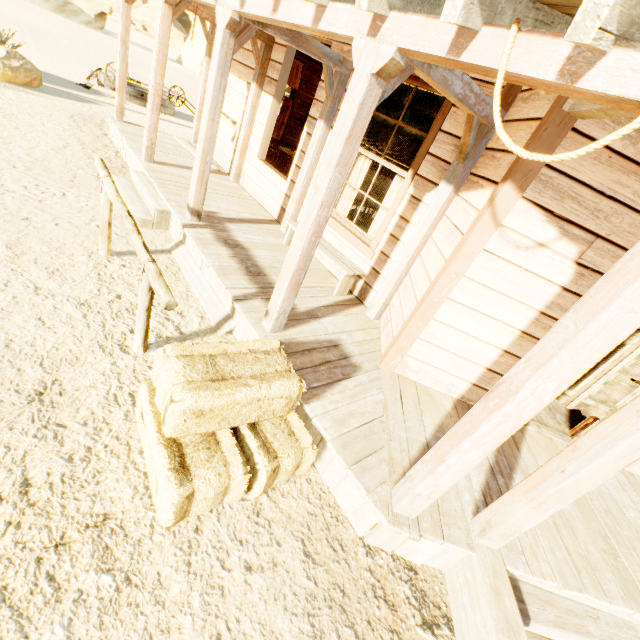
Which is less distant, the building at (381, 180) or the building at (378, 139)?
the building at (378, 139)

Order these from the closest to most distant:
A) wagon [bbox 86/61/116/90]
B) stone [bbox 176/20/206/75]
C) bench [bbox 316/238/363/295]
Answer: bench [bbox 316/238/363/295], wagon [bbox 86/61/116/90], stone [bbox 176/20/206/75]

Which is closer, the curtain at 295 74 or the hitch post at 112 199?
the hitch post at 112 199

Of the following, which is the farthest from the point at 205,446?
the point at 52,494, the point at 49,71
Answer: the point at 49,71

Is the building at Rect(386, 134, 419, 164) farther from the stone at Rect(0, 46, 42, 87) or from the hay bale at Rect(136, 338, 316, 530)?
the stone at Rect(0, 46, 42, 87)

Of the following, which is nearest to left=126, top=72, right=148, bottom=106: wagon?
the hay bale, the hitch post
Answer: the hitch post

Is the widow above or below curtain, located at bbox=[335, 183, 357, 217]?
below

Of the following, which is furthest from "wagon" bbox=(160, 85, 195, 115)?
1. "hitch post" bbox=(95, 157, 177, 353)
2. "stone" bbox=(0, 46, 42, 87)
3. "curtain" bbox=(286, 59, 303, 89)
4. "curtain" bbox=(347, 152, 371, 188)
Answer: "curtain" bbox=(347, 152, 371, 188)
